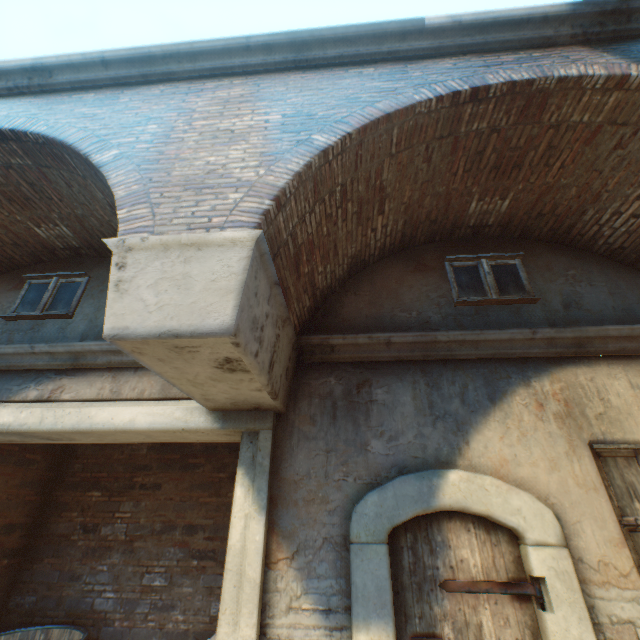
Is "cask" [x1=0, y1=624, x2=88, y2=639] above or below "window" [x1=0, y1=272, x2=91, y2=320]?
below

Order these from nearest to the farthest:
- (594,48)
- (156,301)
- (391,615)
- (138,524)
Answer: (156,301), (391,615), (594,48), (138,524)

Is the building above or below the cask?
above

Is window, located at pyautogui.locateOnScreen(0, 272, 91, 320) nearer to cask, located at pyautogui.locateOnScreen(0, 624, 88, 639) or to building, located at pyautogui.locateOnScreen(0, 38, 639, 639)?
cask, located at pyautogui.locateOnScreen(0, 624, 88, 639)

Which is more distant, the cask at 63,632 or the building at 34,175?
the cask at 63,632

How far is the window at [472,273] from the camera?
4.01m

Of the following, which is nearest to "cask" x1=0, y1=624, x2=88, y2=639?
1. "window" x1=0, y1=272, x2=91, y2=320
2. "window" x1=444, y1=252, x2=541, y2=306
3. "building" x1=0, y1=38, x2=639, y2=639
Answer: "window" x1=0, y1=272, x2=91, y2=320

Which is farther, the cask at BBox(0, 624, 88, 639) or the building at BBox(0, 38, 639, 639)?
the cask at BBox(0, 624, 88, 639)
